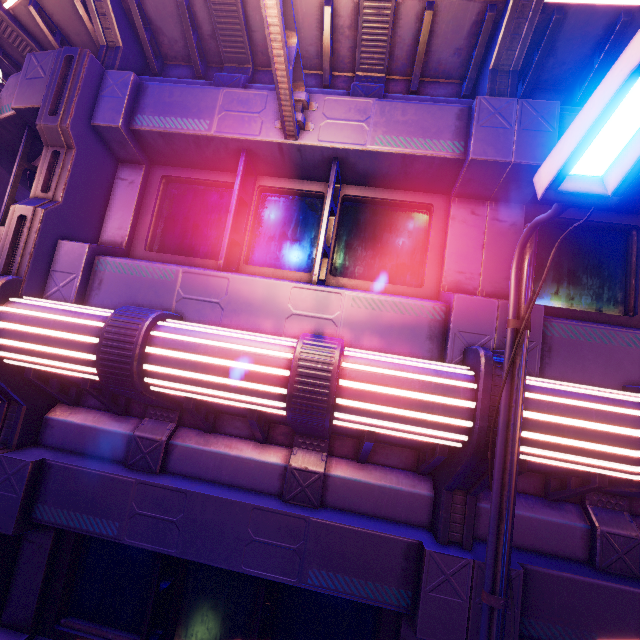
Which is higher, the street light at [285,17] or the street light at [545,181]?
the street light at [285,17]

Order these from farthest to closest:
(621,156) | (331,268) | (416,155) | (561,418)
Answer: (331,268), (416,155), (561,418), (621,156)

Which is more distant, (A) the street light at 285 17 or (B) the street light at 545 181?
(A) the street light at 285 17

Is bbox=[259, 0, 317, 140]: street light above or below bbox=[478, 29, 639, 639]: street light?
above

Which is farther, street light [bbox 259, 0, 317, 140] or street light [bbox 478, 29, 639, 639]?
street light [bbox 259, 0, 317, 140]
